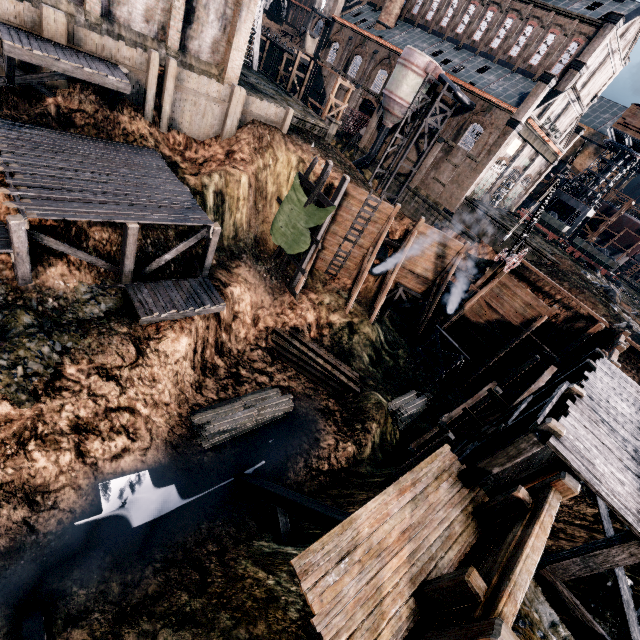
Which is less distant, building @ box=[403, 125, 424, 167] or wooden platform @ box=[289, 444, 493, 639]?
wooden platform @ box=[289, 444, 493, 639]

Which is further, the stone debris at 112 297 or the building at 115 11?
the building at 115 11

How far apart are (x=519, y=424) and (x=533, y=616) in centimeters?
512cm

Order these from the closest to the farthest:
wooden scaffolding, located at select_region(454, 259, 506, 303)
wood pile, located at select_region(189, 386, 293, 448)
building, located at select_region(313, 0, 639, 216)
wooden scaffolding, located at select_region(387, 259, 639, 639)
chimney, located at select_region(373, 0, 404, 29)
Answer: wooden scaffolding, located at select_region(387, 259, 639, 639)
wood pile, located at select_region(189, 386, 293, 448)
wooden scaffolding, located at select_region(454, 259, 506, 303)
building, located at select_region(313, 0, 639, 216)
chimney, located at select_region(373, 0, 404, 29)

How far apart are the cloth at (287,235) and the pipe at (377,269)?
6.49m

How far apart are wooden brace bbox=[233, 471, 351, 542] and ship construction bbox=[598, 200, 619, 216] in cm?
6980

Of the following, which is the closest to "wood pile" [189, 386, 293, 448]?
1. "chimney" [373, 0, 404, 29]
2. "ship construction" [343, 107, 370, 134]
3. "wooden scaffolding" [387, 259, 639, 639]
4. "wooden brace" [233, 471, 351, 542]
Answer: "wooden brace" [233, 471, 351, 542]

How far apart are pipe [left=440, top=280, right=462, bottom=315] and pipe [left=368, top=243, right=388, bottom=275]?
5.8 meters
